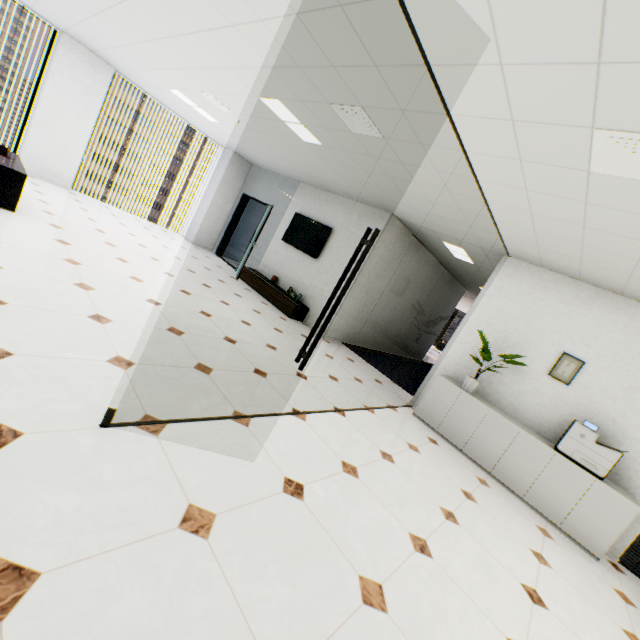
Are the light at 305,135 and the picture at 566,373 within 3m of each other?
no

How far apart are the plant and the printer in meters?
1.0 m

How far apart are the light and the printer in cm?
515

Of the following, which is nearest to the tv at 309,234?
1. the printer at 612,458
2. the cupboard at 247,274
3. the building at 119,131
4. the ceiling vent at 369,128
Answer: the cupboard at 247,274

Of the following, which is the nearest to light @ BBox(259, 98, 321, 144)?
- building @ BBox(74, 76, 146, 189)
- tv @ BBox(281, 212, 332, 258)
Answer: tv @ BBox(281, 212, 332, 258)

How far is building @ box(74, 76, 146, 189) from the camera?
57.2 meters

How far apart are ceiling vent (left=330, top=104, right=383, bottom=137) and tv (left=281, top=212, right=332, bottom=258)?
3.6m

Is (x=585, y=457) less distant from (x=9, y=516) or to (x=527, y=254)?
(x=527, y=254)
